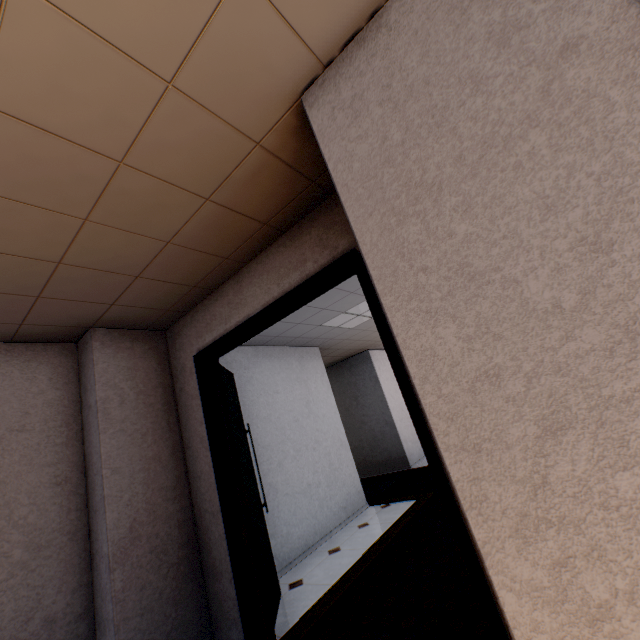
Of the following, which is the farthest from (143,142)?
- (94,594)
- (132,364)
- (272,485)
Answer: (272,485)

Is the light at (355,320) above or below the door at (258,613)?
above

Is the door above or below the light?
below

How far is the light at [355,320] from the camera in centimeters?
496cm

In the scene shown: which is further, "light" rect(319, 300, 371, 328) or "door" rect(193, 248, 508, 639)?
"light" rect(319, 300, 371, 328)

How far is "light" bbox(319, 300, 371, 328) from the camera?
5.0 meters
